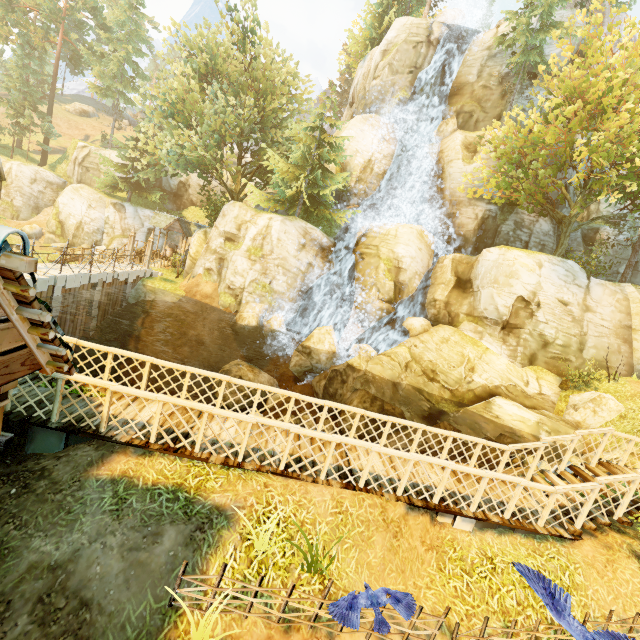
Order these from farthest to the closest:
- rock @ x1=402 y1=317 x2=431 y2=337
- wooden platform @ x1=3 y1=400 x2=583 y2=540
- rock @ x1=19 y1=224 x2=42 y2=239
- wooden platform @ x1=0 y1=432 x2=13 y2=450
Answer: rock @ x1=19 y1=224 x2=42 y2=239, rock @ x1=402 y1=317 x2=431 y2=337, wooden platform @ x1=3 y1=400 x2=583 y2=540, wooden platform @ x1=0 y1=432 x2=13 y2=450

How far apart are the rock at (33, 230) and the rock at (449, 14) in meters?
46.4 m

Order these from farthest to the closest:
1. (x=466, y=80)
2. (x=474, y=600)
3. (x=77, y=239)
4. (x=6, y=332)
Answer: (x=77, y=239) → (x=466, y=80) → (x=474, y=600) → (x=6, y=332)

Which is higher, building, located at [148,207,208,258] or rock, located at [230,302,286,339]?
building, located at [148,207,208,258]

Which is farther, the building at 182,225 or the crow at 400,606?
the building at 182,225

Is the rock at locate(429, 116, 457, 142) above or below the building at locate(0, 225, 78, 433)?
above

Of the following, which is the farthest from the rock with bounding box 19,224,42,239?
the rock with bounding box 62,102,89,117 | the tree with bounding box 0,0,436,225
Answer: the rock with bounding box 62,102,89,117

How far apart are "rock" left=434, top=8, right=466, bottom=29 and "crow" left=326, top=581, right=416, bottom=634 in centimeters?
3841cm
